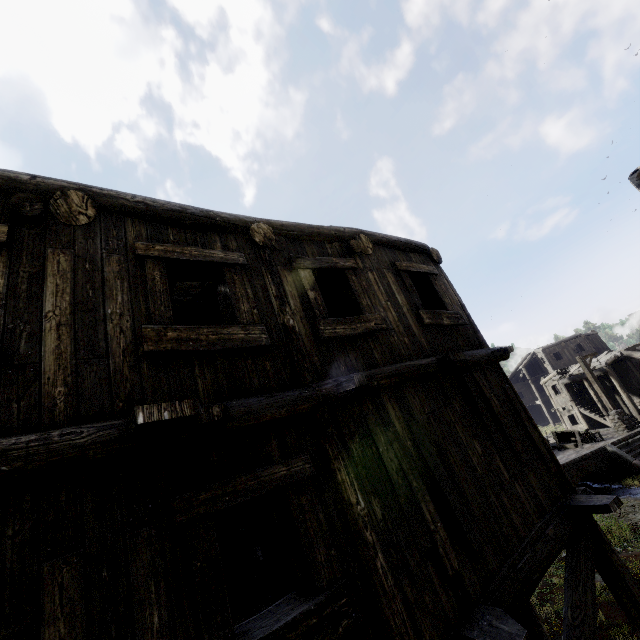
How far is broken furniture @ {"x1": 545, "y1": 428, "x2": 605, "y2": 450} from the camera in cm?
1884

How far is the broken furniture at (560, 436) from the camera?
18.8 meters

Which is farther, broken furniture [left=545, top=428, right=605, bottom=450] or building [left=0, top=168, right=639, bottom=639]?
broken furniture [left=545, top=428, right=605, bottom=450]

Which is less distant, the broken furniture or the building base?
the building base

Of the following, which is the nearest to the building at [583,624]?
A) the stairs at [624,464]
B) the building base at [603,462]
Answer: the stairs at [624,464]

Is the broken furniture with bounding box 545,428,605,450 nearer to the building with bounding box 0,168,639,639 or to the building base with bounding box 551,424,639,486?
the building base with bounding box 551,424,639,486

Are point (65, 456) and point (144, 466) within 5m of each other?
yes

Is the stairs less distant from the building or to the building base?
the building base
